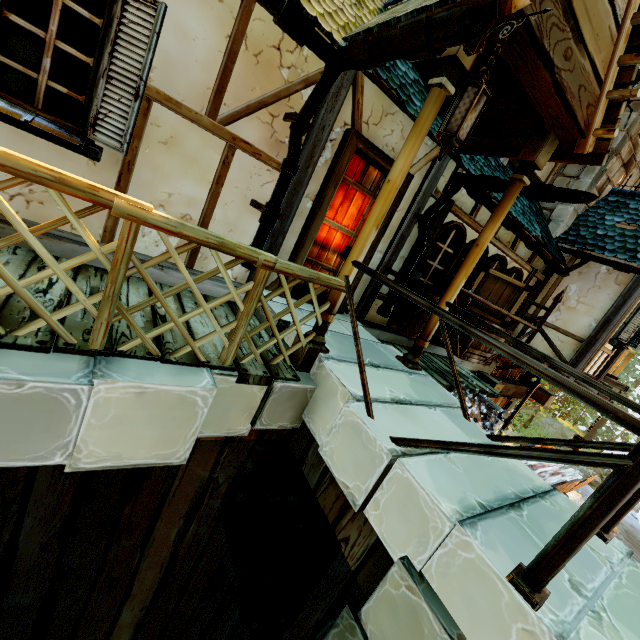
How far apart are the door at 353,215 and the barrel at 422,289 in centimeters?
84cm

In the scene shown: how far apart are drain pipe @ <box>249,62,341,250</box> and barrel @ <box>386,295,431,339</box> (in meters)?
2.21

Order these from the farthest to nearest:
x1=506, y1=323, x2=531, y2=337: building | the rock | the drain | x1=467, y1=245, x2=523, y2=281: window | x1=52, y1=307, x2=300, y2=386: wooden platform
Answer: the rock < x1=506, y1=323, x2=531, y2=337: building < the drain < x1=467, y1=245, x2=523, y2=281: window < x1=52, y1=307, x2=300, y2=386: wooden platform

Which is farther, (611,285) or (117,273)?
(611,285)

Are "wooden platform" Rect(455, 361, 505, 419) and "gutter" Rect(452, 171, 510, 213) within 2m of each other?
no

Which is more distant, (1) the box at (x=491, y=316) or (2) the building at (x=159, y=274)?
→ (1) the box at (x=491, y=316)

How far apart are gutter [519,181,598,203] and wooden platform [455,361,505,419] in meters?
2.6

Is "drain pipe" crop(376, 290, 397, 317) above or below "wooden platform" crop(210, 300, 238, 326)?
above
